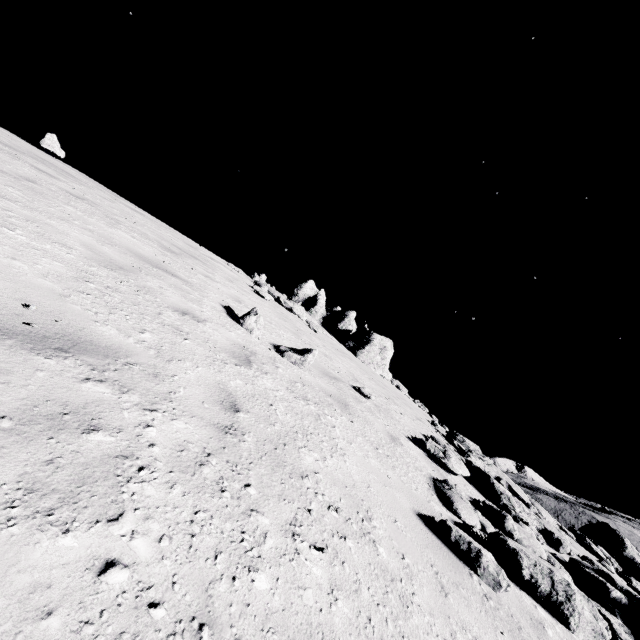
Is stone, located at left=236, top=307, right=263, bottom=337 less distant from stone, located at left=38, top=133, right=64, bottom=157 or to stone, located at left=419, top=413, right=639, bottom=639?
stone, located at left=419, top=413, right=639, bottom=639

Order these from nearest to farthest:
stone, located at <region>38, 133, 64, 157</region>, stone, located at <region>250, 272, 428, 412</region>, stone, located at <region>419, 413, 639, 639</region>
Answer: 1. stone, located at <region>419, 413, 639, 639</region>
2. stone, located at <region>38, 133, 64, 157</region>
3. stone, located at <region>250, 272, 428, 412</region>

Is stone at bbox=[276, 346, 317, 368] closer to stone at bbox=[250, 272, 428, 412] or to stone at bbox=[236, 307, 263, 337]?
stone at bbox=[236, 307, 263, 337]

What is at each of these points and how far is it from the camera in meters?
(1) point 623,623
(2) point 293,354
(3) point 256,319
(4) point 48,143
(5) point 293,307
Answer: (1) stone, 4.4 m
(2) stone, 6.0 m
(3) stone, 6.1 m
(4) stone, 10.8 m
(5) stone, 15.4 m

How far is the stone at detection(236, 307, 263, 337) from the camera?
6.0 meters

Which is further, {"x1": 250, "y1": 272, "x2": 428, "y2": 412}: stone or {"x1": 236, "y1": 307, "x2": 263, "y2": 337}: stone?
{"x1": 250, "y1": 272, "x2": 428, "y2": 412}: stone

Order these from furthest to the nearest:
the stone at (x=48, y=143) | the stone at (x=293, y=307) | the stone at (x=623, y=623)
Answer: the stone at (x=293, y=307) → the stone at (x=48, y=143) → the stone at (x=623, y=623)

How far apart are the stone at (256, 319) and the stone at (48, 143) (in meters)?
10.38
